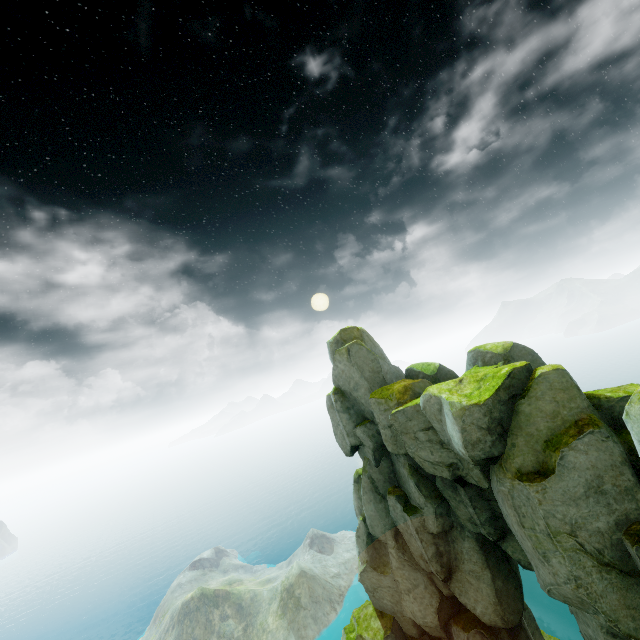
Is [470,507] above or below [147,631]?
above
